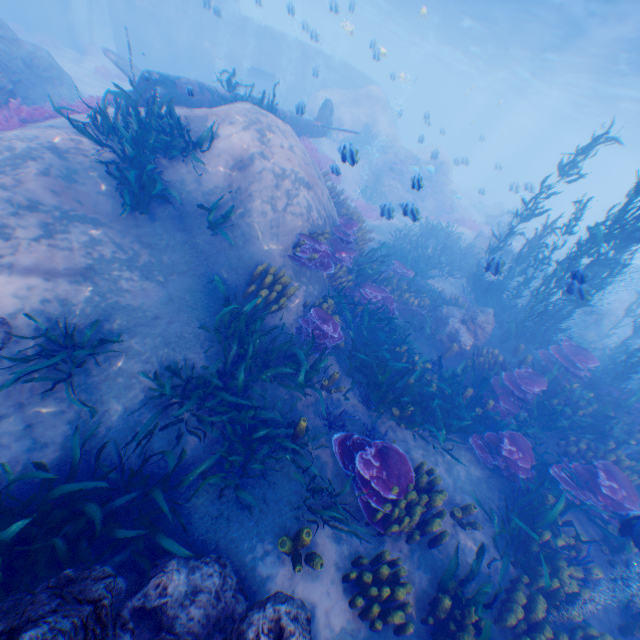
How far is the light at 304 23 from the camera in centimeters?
1565cm

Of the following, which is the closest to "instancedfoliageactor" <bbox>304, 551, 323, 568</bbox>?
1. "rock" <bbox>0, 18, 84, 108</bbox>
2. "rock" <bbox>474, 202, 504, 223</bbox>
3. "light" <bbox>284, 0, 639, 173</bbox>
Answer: "rock" <bbox>0, 18, 84, 108</bbox>

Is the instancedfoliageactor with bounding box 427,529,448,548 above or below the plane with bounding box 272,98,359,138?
below

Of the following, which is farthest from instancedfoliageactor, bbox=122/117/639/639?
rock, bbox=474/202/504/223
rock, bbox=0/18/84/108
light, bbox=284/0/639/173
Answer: rock, bbox=474/202/504/223

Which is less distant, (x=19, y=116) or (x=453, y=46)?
(x=19, y=116)

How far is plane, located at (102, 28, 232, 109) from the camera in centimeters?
952cm

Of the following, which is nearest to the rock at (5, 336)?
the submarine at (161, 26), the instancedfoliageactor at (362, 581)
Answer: the submarine at (161, 26)

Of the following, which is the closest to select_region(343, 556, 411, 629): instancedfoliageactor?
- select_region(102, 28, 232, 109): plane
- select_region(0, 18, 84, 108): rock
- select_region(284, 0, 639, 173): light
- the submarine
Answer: select_region(0, 18, 84, 108): rock
